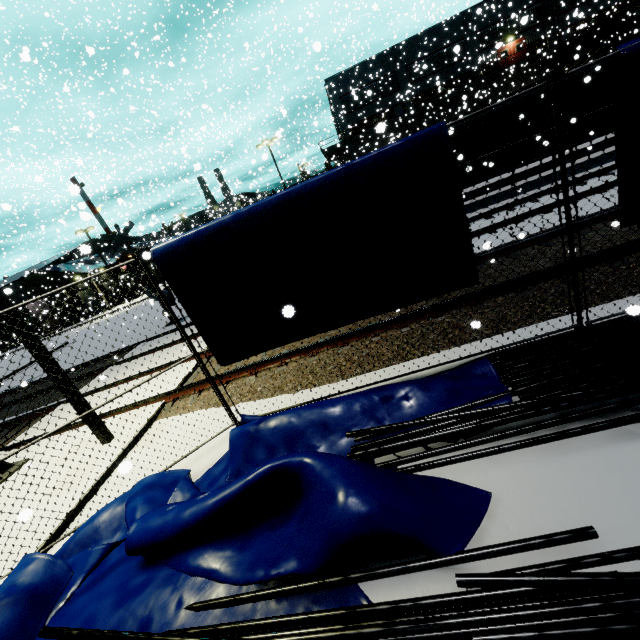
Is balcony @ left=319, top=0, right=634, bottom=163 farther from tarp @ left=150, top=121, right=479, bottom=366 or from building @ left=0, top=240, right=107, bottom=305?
tarp @ left=150, top=121, right=479, bottom=366

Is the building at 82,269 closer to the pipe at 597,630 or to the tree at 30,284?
the tree at 30,284

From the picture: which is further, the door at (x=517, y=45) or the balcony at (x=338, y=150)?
the door at (x=517, y=45)

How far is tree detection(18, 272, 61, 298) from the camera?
41.19m

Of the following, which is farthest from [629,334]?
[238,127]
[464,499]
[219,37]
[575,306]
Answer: [238,127]

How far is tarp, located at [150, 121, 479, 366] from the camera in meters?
3.7

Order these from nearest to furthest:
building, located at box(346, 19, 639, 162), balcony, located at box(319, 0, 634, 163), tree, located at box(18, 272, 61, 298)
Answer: balcony, located at box(319, 0, 634, 163)
building, located at box(346, 19, 639, 162)
tree, located at box(18, 272, 61, 298)

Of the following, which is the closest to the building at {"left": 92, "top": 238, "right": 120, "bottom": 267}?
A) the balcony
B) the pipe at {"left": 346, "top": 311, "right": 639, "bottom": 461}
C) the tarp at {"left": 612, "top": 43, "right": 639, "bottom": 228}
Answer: the balcony
